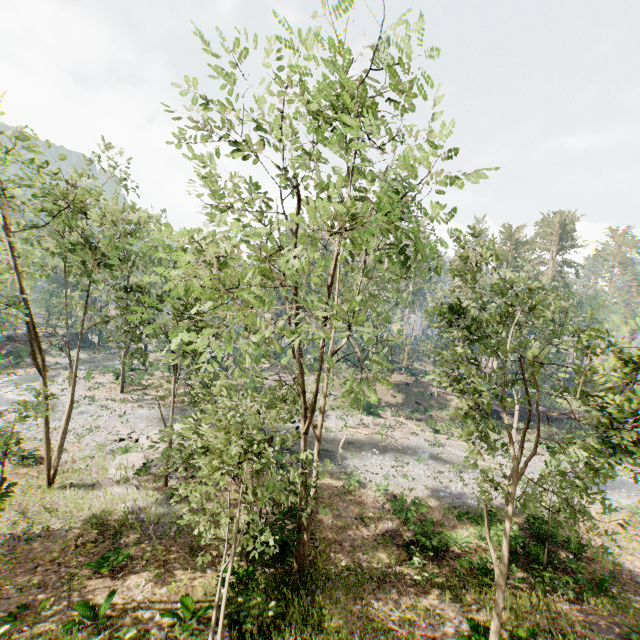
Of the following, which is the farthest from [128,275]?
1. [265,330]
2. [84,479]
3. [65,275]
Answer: [265,330]

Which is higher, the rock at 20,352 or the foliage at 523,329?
the foliage at 523,329

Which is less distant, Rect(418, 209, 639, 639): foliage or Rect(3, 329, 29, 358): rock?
Rect(418, 209, 639, 639): foliage

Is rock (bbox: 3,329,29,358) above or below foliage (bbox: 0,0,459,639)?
below
